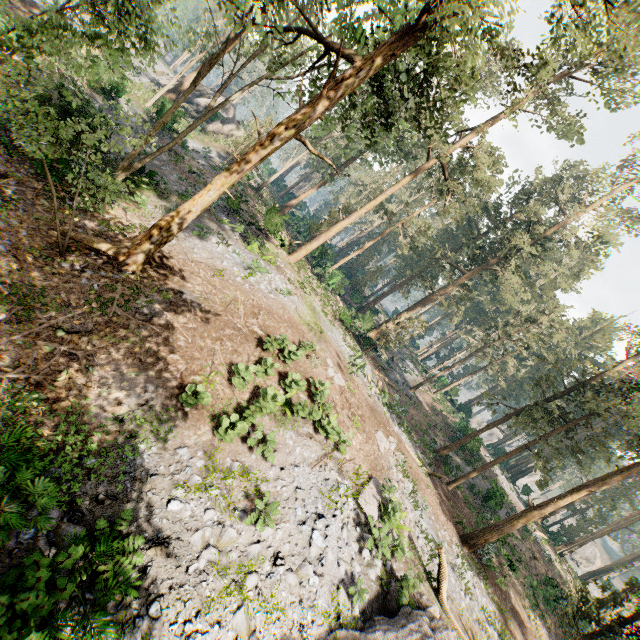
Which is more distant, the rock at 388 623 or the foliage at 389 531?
the foliage at 389 531

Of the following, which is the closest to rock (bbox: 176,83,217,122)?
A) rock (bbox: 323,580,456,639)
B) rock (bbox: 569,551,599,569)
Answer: rock (bbox: 323,580,456,639)

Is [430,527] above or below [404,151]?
below

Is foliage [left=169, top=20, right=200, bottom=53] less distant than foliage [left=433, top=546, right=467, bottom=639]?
Yes

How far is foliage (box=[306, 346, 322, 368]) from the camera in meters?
15.0 m

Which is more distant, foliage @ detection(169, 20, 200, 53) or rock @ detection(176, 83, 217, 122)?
rock @ detection(176, 83, 217, 122)

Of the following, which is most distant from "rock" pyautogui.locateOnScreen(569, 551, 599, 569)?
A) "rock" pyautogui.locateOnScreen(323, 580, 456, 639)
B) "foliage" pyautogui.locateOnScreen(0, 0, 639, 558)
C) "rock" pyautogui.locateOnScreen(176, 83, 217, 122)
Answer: "rock" pyautogui.locateOnScreen(323, 580, 456, 639)

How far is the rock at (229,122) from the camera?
38.28m
